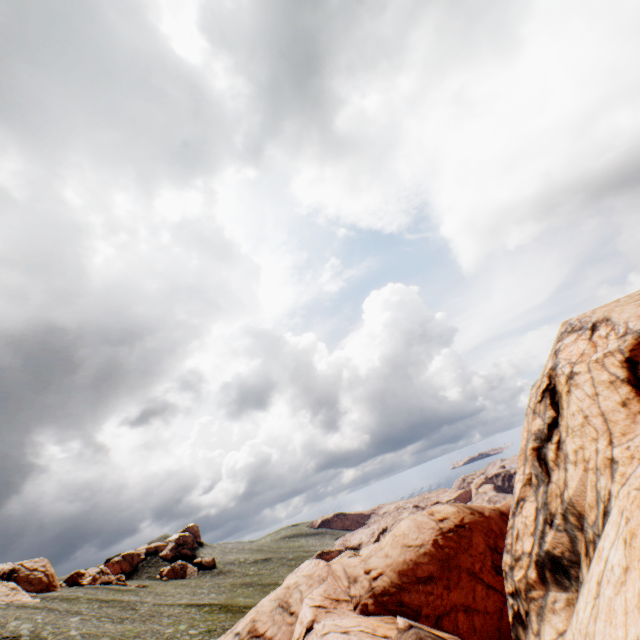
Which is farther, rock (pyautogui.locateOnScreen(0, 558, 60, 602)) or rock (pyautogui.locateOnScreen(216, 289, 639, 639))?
rock (pyautogui.locateOnScreen(0, 558, 60, 602))

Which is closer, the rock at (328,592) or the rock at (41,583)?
the rock at (328,592)

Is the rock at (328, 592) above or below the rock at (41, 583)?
below

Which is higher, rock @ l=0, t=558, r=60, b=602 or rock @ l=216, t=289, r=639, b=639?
rock @ l=0, t=558, r=60, b=602

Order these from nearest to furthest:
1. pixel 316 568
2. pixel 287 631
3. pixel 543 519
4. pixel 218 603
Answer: pixel 543 519 < pixel 287 631 < pixel 316 568 < pixel 218 603
